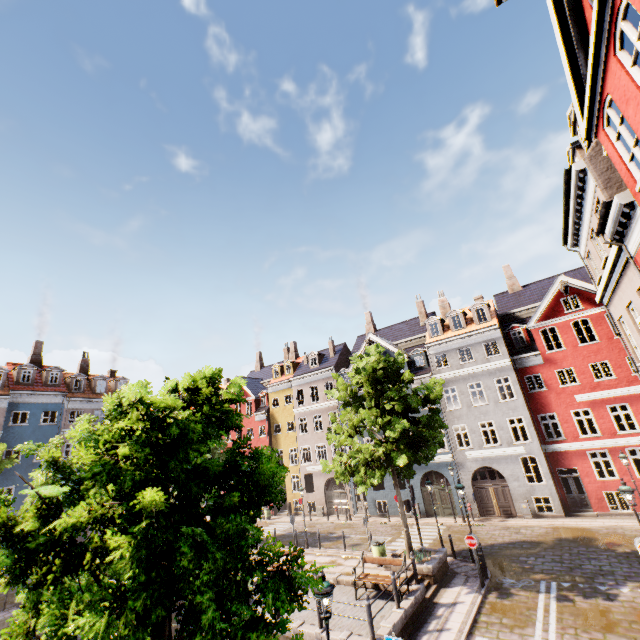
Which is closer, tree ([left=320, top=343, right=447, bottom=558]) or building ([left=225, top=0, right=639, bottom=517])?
building ([left=225, top=0, right=639, bottom=517])

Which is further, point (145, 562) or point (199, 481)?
point (199, 481)

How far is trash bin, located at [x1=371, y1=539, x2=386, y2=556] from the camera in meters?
16.0

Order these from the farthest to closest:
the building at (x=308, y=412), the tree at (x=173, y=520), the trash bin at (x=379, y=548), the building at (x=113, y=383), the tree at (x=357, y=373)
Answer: the building at (x=113, y=383) → the trash bin at (x=379, y=548) → the tree at (x=357, y=373) → the building at (x=308, y=412) → the tree at (x=173, y=520)

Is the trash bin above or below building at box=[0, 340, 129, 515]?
below

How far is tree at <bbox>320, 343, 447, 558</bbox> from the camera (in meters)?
15.29

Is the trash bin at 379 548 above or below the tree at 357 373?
below

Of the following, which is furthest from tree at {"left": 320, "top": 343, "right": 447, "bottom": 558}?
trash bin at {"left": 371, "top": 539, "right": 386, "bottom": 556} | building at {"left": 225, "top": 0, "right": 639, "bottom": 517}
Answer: building at {"left": 225, "top": 0, "right": 639, "bottom": 517}
